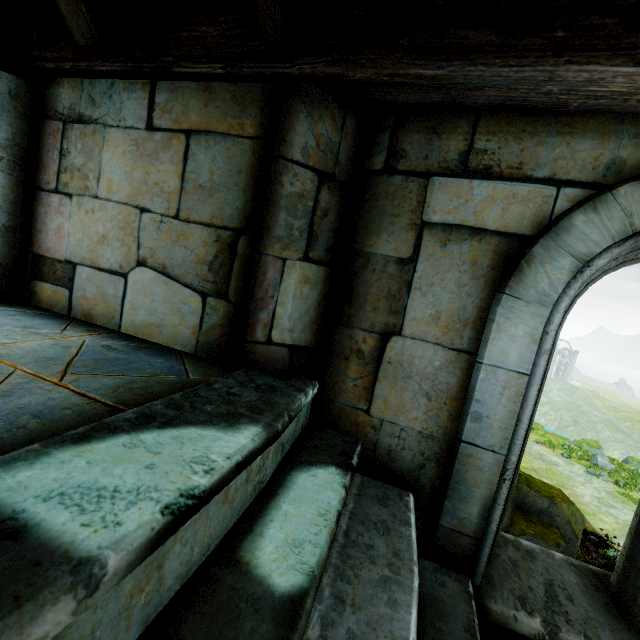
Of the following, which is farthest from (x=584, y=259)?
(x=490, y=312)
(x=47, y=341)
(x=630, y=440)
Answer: (x=630, y=440)

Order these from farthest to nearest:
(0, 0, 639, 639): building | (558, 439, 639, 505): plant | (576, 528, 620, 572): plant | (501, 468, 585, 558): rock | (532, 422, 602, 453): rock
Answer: (532, 422, 602, 453): rock
(558, 439, 639, 505): plant
(576, 528, 620, 572): plant
(501, 468, 585, 558): rock
(0, 0, 639, 639): building

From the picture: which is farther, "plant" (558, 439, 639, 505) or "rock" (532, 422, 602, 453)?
"rock" (532, 422, 602, 453)

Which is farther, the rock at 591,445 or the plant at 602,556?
the rock at 591,445

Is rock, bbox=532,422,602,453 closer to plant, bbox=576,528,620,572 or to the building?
plant, bbox=576,528,620,572

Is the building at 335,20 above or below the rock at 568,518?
above
